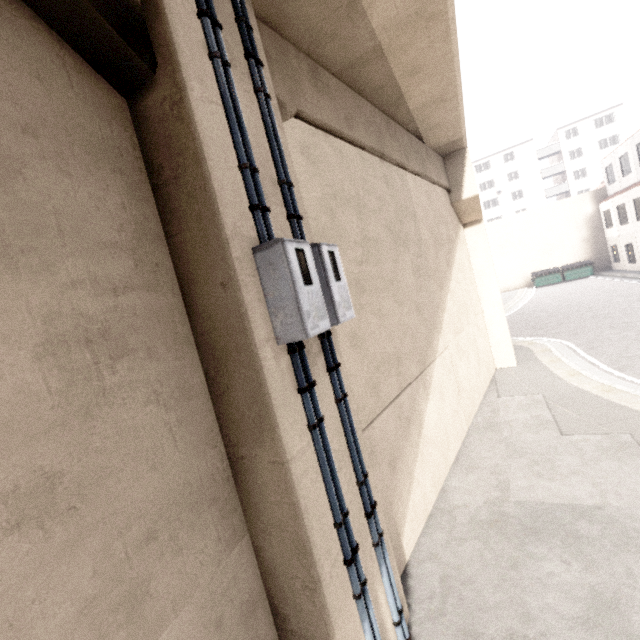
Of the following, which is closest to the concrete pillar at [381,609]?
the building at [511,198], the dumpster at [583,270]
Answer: the building at [511,198]

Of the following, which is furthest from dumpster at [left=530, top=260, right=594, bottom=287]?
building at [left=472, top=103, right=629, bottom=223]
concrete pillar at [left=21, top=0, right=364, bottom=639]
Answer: concrete pillar at [left=21, top=0, right=364, bottom=639]

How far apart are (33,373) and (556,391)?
10.00m

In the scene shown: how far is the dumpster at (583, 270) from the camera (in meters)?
27.66

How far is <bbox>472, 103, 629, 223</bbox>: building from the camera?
45.0 meters

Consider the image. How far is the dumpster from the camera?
27.7 meters
